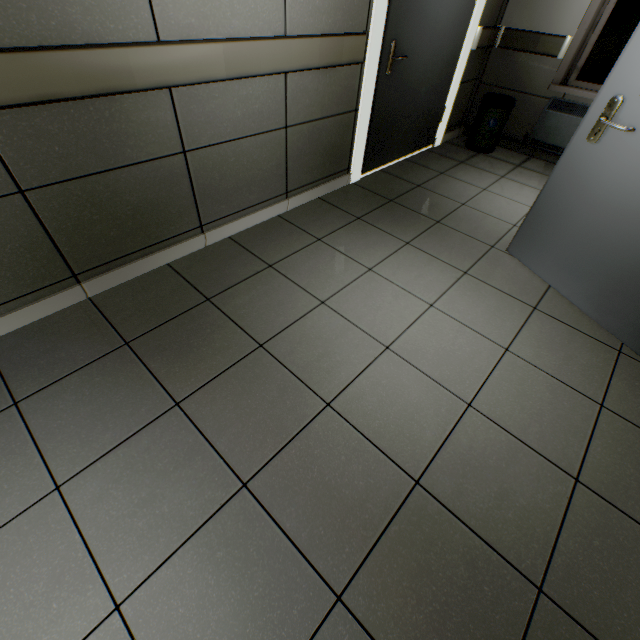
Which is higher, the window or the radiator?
the window

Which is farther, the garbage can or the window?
the garbage can

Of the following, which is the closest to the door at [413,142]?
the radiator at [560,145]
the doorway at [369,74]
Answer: the doorway at [369,74]

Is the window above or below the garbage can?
above

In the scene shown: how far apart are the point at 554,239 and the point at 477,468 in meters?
1.7

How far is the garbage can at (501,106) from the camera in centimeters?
374cm

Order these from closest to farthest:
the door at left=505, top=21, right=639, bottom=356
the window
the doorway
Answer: the door at left=505, top=21, right=639, bottom=356
the doorway
the window

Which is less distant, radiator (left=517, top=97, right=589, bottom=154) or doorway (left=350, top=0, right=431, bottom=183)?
doorway (left=350, top=0, right=431, bottom=183)
